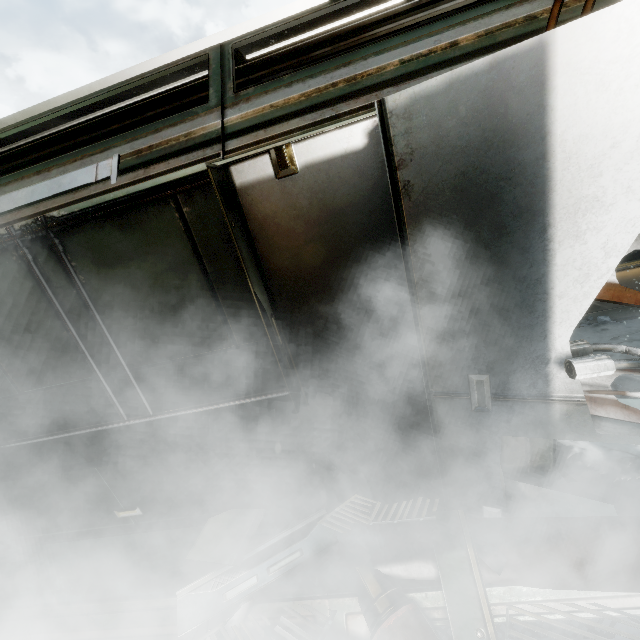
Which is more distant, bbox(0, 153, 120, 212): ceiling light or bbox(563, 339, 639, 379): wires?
bbox(0, 153, 120, 212): ceiling light

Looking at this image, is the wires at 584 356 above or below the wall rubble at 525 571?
above

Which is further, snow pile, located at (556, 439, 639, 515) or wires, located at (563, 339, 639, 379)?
snow pile, located at (556, 439, 639, 515)

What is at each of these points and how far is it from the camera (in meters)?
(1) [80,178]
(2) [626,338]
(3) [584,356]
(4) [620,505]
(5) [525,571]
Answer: (1) ceiling light, 2.23
(2) snow pile, 4.00
(3) wires, 1.53
(4) snow pile, 2.09
(5) wall rubble, 1.88

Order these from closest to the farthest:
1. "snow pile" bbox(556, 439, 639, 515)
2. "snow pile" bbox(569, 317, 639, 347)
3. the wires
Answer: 1. the wires
2. "snow pile" bbox(556, 439, 639, 515)
3. "snow pile" bbox(569, 317, 639, 347)

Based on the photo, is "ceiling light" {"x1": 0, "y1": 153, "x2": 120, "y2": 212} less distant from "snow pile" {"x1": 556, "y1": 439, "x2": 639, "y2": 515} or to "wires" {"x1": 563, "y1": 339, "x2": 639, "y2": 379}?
"wires" {"x1": 563, "y1": 339, "x2": 639, "y2": 379}

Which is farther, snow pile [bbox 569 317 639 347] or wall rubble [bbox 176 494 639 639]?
snow pile [bbox 569 317 639 347]

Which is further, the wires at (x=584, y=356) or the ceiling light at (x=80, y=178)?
the ceiling light at (x=80, y=178)
